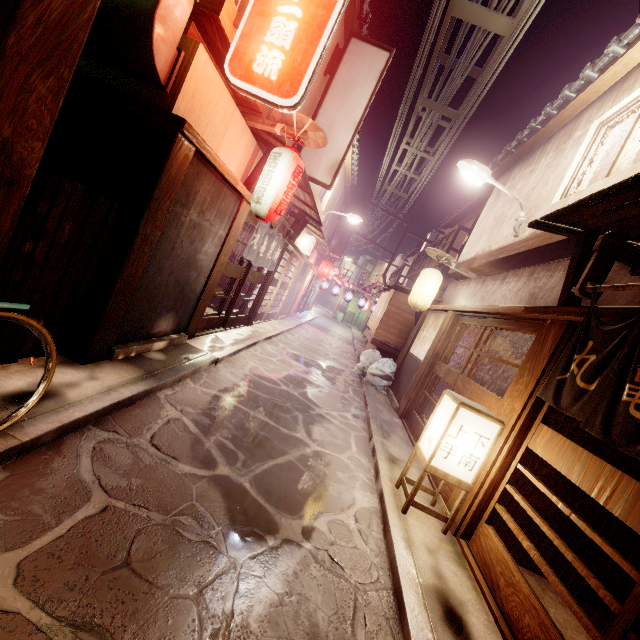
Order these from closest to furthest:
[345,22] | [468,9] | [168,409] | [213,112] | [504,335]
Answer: [168,409], [213,112], [468,9], [345,22], [504,335]

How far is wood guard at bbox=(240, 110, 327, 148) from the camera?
8.61m

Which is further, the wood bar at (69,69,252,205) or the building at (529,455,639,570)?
the building at (529,455,639,570)

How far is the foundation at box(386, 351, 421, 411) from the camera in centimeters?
1515cm

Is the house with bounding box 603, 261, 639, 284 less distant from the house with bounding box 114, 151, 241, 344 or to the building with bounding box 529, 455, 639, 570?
the building with bounding box 529, 455, 639, 570

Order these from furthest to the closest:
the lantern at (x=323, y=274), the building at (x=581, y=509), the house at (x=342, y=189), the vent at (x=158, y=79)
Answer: the lantern at (x=323, y=274) → the house at (x=342, y=189) → the building at (x=581, y=509) → the vent at (x=158, y=79)

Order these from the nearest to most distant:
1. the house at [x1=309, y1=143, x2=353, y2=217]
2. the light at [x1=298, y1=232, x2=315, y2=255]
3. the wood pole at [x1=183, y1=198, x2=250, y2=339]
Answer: the wood pole at [x1=183, y1=198, x2=250, y2=339] → the house at [x1=309, y1=143, x2=353, y2=217] → the light at [x1=298, y1=232, x2=315, y2=255]

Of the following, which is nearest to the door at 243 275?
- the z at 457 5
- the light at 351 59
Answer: the light at 351 59
